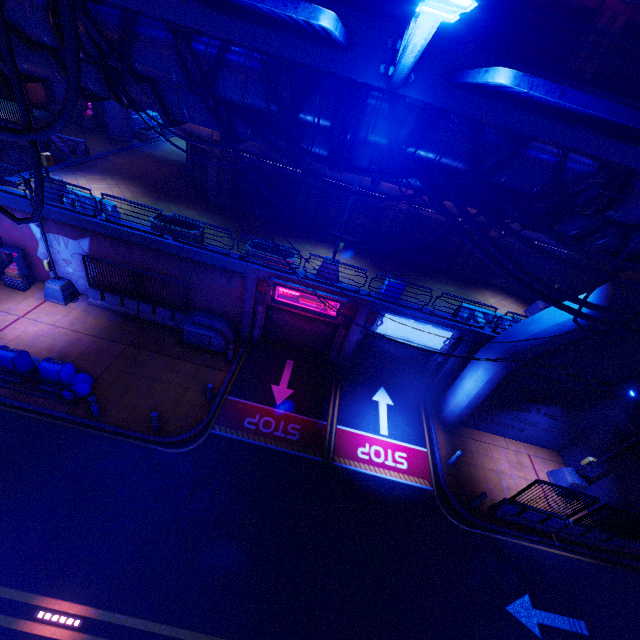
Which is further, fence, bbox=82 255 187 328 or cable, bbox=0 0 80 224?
fence, bbox=82 255 187 328

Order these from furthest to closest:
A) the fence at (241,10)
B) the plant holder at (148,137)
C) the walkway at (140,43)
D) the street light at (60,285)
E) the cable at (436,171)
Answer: the plant holder at (148,137), the street light at (60,285), the cable at (436,171), the walkway at (140,43), the fence at (241,10)

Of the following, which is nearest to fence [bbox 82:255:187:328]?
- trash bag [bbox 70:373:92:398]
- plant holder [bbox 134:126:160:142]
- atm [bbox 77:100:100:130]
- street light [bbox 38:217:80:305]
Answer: street light [bbox 38:217:80:305]

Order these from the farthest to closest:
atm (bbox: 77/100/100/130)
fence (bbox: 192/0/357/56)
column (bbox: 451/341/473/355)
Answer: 1. atm (bbox: 77/100/100/130)
2. column (bbox: 451/341/473/355)
3. fence (bbox: 192/0/357/56)

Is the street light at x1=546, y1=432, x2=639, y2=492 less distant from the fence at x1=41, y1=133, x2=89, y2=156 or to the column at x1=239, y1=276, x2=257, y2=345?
the column at x1=239, y1=276, x2=257, y2=345

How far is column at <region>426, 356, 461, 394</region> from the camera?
15.9m

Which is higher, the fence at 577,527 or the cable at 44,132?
the cable at 44,132

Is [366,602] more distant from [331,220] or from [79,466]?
[331,220]
